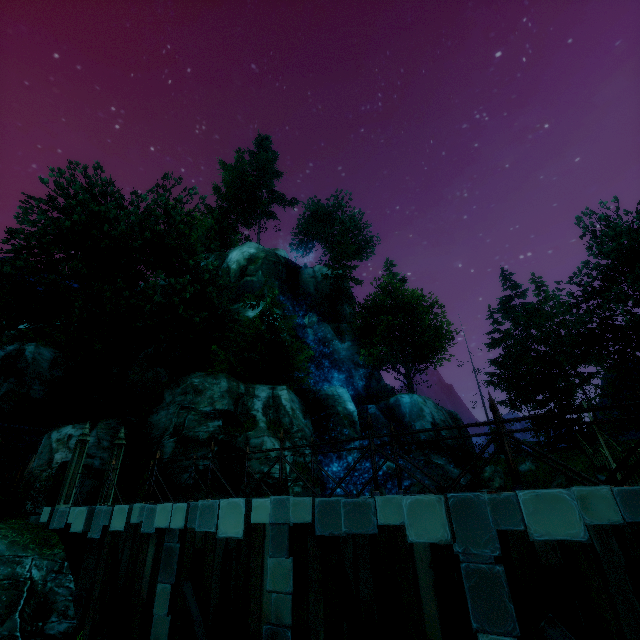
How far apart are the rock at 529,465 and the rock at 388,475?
10.79m

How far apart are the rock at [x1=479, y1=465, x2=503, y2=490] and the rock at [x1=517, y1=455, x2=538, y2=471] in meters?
1.1 m

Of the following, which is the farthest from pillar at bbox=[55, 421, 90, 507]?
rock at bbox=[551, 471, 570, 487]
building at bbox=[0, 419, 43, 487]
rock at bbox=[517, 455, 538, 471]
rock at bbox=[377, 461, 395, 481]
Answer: rock at bbox=[517, 455, 538, 471]

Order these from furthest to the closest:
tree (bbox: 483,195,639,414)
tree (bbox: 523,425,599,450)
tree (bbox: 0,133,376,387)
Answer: tree (bbox: 523,425,599,450)
tree (bbox: 483,195,639,414)
tree (bbox: 0,133,376,387)

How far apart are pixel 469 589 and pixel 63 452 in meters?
19.4 m

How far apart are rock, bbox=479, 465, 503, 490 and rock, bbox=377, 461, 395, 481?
8.1 meters

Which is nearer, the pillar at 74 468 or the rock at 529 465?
the pillar at 74 468

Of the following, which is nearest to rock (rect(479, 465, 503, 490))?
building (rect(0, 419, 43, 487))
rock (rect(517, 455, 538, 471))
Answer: rock (rect(517, 455, 538, 471))
